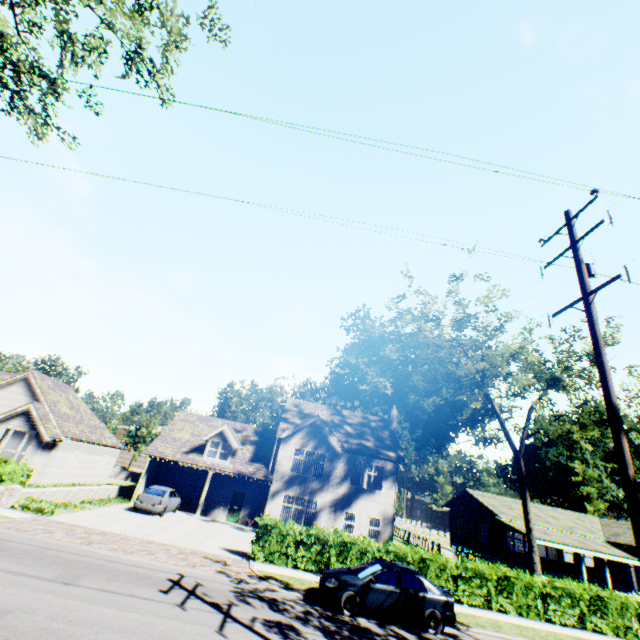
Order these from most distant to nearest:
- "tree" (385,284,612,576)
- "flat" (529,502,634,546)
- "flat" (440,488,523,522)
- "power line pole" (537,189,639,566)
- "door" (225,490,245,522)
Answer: "flat" (440,488,523,522) < "flat" (529,502,634,546) < "door" (225,490,245,522) < "tree" (385,284,612,576) < "power line pole" (537,189,639,566)

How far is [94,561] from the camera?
11.04m

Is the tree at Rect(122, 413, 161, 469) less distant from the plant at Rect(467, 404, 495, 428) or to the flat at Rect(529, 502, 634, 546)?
the plant at Rect(467, 404, 495, 428)

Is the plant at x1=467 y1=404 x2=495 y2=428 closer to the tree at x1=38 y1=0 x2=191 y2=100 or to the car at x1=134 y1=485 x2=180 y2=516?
the tree at x1=38 y1=0 x2=191 y2=100

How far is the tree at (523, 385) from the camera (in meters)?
21.41

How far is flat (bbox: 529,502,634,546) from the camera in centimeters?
2988cm

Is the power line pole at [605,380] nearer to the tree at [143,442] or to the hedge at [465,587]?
the hedge at [465,587]

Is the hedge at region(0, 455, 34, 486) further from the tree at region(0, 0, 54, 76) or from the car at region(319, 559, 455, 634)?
the car at region(319, 559, 455, 634)
